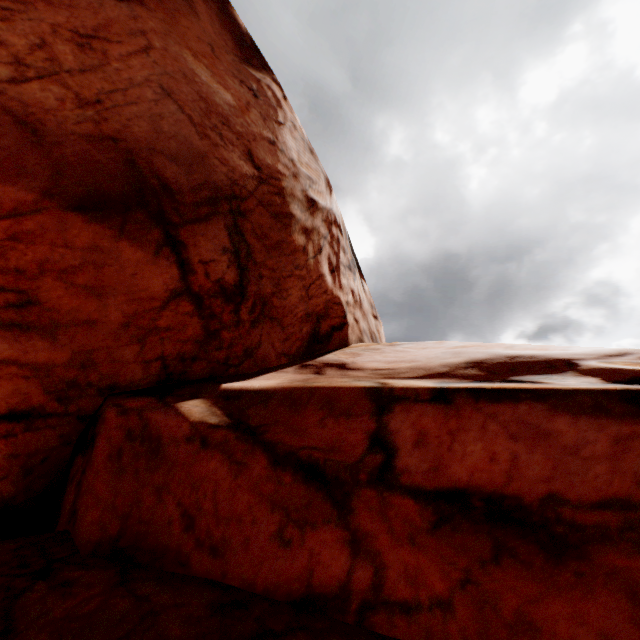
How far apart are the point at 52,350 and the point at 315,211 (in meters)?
5.54
